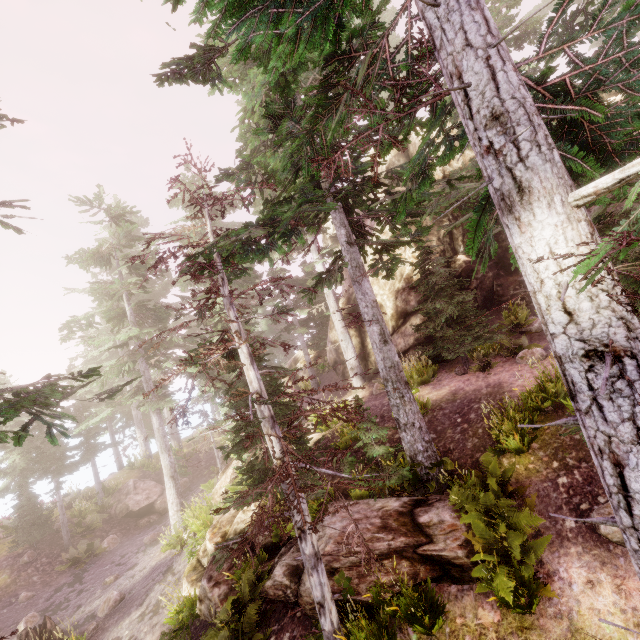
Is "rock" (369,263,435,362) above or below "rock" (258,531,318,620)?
above

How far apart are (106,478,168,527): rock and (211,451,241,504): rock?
6.7m

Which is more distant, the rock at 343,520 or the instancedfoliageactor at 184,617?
the instancedfoliageactor at 184,617

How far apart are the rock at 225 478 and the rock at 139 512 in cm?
674

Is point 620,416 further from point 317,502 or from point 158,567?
point 158,567

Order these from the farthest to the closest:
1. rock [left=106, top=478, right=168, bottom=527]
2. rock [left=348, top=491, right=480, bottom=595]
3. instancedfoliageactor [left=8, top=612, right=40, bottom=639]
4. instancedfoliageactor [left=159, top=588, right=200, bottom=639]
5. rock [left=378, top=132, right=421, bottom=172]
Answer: rock [left=106, top=478, right=168, bottom=527] < rock [left=378, top=132, right=421, bottom=172] < instancedfoliageactor [left=159, top=588, right=200, bottom=639] < rock [left=348, top=491, right=480, bottom=595] < instancedfoliageactor [left=8, top=612, right=40, bottom=639]

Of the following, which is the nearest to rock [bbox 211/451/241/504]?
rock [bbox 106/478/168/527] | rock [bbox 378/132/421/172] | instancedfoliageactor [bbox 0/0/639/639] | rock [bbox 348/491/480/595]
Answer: rock [bbox 348/491/480/595]

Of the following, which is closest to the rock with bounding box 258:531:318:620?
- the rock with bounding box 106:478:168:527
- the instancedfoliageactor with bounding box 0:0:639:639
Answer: the instancedfoliageactor with bounding box 0:0:639:639
